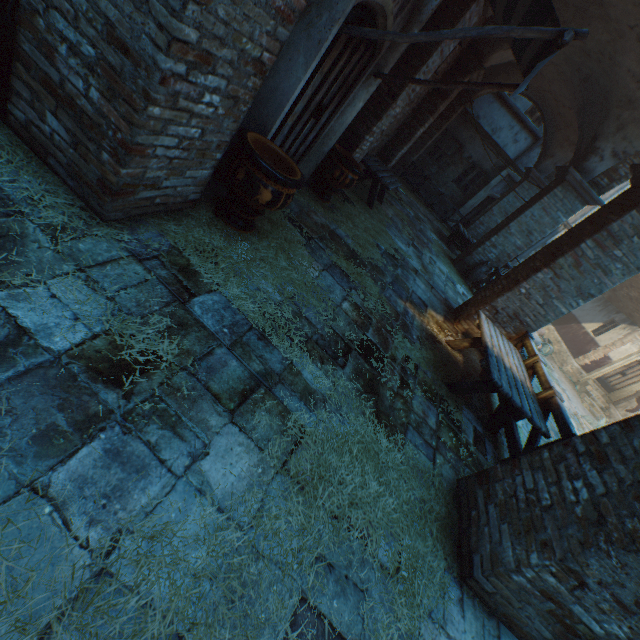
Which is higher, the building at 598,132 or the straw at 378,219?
the building at 598,132

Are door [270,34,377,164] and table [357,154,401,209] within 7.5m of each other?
yes

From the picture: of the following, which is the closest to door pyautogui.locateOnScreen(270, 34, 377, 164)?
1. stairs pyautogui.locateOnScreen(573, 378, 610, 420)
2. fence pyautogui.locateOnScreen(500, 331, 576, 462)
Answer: fence pyautogui.locateOnScreen(500, 331, 576, 462)

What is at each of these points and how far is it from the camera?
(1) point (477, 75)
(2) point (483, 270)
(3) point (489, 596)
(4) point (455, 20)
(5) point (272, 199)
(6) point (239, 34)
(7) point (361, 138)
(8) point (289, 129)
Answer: (1) building, 9.16m
(2) ceramic pot, 10.41m
(3) building, 2.59m
(4) building, 4.96m
(5) ceramic pot, 3.22m
(6) building, 2.03m
(7) building, 6.06m
(8) door, 4.21m

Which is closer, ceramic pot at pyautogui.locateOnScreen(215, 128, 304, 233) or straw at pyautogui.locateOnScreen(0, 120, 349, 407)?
straw at pyautogui.locateOnScreen(0, 120, 349, 407)

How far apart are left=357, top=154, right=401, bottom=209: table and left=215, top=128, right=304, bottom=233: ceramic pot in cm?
446

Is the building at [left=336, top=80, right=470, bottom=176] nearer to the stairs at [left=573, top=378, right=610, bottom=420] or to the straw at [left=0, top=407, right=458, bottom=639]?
the straw at [left=0, top=407, right=458, bottom=639]

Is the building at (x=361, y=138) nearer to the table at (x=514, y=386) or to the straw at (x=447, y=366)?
the straw at (x=447, y=366)
